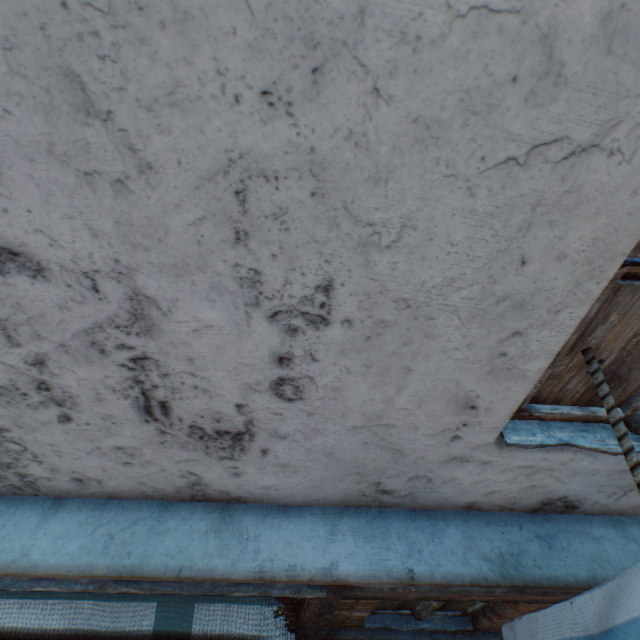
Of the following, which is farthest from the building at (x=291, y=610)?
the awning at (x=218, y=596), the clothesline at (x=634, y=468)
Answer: the clothesline at (x=634, y=468)

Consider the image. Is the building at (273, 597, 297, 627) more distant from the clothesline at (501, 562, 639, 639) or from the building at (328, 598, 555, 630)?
the clothesline at (501, 562, 639, 639)

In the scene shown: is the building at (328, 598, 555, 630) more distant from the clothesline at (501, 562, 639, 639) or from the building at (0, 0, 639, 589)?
the clothesline at (501, 562, 639, 639)

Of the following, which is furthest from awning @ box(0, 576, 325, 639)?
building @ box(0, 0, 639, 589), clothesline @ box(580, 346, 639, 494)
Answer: clothesline @ box(580, 346, 639, 494)

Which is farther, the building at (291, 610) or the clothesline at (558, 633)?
the building at (291, 610)

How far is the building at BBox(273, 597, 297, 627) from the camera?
2.29m

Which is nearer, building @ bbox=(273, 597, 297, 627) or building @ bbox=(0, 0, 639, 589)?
building @ bbox=(0, 0, 639, 589)

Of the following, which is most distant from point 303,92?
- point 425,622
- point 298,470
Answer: point 425,622
